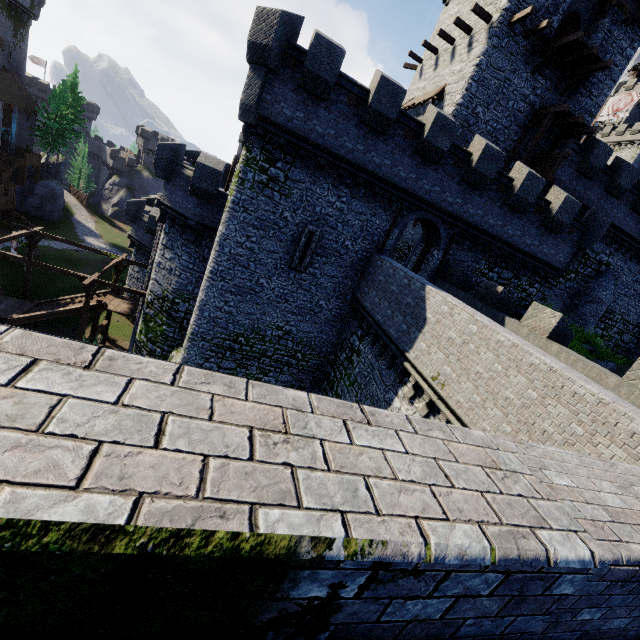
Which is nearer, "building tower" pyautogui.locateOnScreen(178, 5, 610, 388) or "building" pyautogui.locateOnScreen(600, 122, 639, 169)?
"building tower" pyautogui.locateOnScreen(178, 5, 610, 388)

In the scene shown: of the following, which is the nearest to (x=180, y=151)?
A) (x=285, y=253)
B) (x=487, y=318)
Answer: (x=285, y=253)

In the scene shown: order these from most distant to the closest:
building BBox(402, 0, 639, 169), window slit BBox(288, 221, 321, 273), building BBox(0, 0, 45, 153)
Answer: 1. building BBox(0, 0, 45, 153)
2. building BBox(402, 0, 639, 169)
3. window slit BBox(288, 221, 321, 273)

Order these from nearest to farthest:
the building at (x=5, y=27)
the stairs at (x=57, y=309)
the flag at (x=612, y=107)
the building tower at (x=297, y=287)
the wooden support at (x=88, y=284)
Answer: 1. the building tower at (x=297, y=287)
2. the wooden support at (x=88, y=284)
3. the stairs at (x=57, y=309)
4. the flag at (x=612, y=107)
5. the building at (x=5, y=27)

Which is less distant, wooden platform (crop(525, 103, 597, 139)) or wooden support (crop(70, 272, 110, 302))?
wooden platform (crop(525, 103, 597, 139))

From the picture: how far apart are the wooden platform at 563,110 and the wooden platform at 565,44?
1.3m

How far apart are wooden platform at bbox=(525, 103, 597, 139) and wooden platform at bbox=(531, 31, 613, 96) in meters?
1.3 m

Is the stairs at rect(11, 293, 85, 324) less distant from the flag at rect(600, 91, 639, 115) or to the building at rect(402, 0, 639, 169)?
the building at rect(402, 0, 639, 169)
